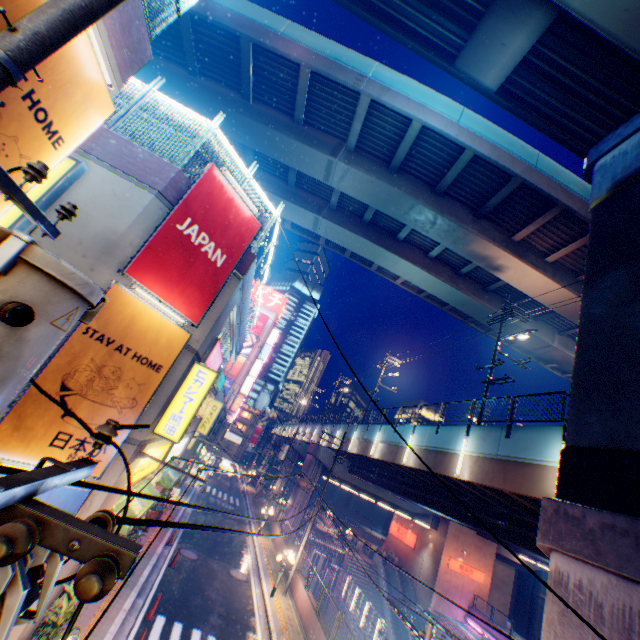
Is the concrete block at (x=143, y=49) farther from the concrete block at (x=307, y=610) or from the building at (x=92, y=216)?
the concrete block at (x=307, y=610)

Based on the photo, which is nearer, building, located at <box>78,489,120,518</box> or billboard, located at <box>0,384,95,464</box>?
billboard, located at <box>0,384,95,464</box>

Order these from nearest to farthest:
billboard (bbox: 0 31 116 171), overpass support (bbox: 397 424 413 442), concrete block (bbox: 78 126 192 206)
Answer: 1. billboard (bbox: 0 31 116 171)
2. concrete block (bbox: 78 126 192 206)
3. overpass support (bbox: 397 424 413 442)

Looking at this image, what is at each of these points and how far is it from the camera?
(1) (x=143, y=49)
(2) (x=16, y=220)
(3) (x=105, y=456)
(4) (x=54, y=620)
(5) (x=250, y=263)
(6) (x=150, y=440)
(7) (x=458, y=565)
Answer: (1) concrete block, 6.1m
(2) sign, 7.4m
(3) billboard, 8.3m
(4) plants, 8.1m
(5) concrete block, 11.7m
(6) building, 10.4m
(7) sign, 35.1m

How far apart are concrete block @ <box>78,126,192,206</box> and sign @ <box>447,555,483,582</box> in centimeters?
4306cm

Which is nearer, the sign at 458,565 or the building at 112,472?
the building at 112,472

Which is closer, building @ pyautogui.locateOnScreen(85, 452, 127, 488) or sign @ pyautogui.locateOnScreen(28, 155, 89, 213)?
sign @ pyautogui.locateOnScreen(28, 155, 89, 213)

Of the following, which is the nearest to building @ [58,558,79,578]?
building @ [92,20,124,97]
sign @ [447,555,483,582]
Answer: building @ [92,20,124,97]
